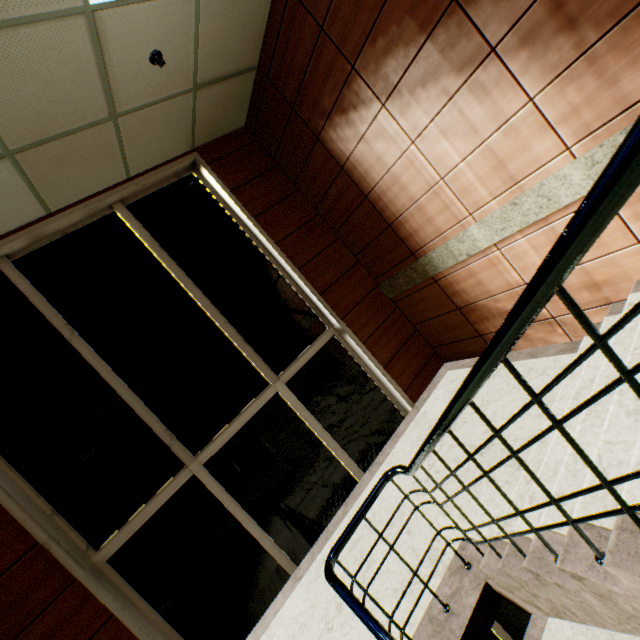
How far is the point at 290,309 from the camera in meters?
4.8 m
